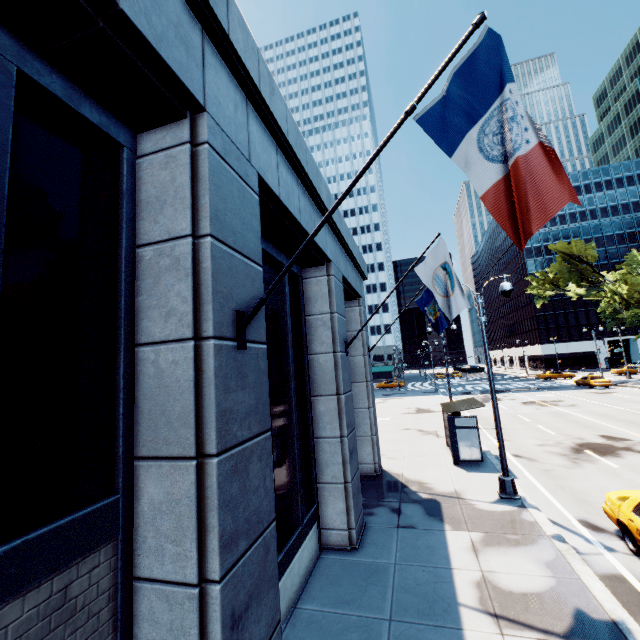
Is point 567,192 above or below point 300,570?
above

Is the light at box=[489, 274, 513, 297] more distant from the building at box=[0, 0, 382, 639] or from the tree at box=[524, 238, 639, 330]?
the tree at box=[524, 238, 639, 330]

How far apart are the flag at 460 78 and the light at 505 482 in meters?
9.0

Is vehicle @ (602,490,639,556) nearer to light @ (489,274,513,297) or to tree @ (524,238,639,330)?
light @ (489,274,513,297)

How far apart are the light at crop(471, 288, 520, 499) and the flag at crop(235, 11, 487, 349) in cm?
896

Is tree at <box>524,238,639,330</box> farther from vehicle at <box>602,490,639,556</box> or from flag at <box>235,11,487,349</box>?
flag at <box>235,11,487,349</box>

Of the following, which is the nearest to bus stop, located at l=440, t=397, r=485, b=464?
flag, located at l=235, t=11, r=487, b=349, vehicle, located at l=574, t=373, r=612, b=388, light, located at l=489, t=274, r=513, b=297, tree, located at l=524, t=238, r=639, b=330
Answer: light, located at l=489, t=274, r=513, b=297

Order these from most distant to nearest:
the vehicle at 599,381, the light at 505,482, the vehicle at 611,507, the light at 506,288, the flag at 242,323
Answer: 1. the vehicle at 599,381
2. the light at 506,288
3. the light at 505,482
4. the vehicle at 611,507
5. the flag at 242,323
